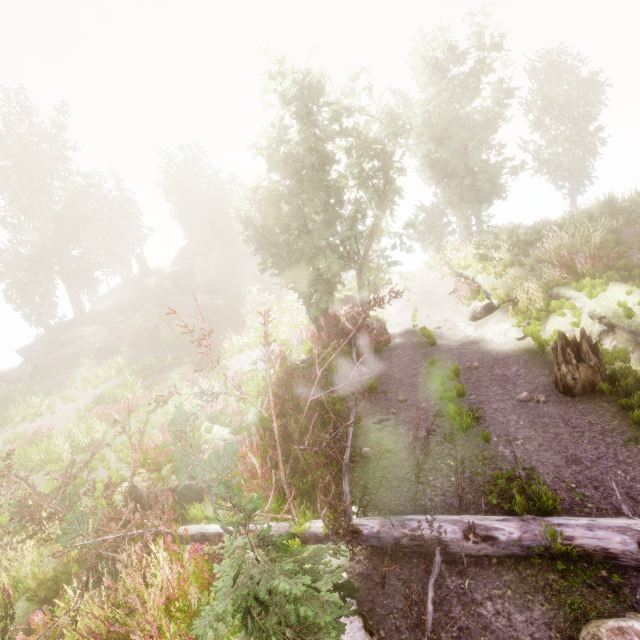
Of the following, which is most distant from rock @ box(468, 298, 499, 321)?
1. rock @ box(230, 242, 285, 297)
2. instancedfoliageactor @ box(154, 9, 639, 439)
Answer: rock @ box(230, 242, 285, 297)

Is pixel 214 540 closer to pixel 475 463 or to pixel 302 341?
pixel 475 463

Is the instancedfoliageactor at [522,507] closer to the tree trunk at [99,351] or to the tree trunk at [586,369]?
the tree trunk at [99,351]

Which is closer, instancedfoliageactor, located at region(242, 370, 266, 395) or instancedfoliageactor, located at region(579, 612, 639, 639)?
instancedfoliageactor, located at region(579, 612, 639, 639)

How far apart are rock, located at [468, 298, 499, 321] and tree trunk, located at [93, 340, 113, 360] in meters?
23.1 m

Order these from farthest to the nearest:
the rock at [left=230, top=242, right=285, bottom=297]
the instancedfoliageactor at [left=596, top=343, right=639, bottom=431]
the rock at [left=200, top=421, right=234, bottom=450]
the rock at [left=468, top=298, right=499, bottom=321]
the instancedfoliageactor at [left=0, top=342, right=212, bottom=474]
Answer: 1. the rock at [left=230, top=242, right=285, bottom=297]
2. the rock at [left=468, top=298, right=499, bottom=321]
3. the instancedfoliageactor at [left=0, top=342, right=212, bottom=474]
4. the rock at [left=200, top=421, right=234, bottom=450]
5. the instancedfoliageactor at [left=596, top=343, right=639, bottom=431]

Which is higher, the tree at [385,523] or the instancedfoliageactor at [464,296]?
the instancedfoliageactor at [464,296]
